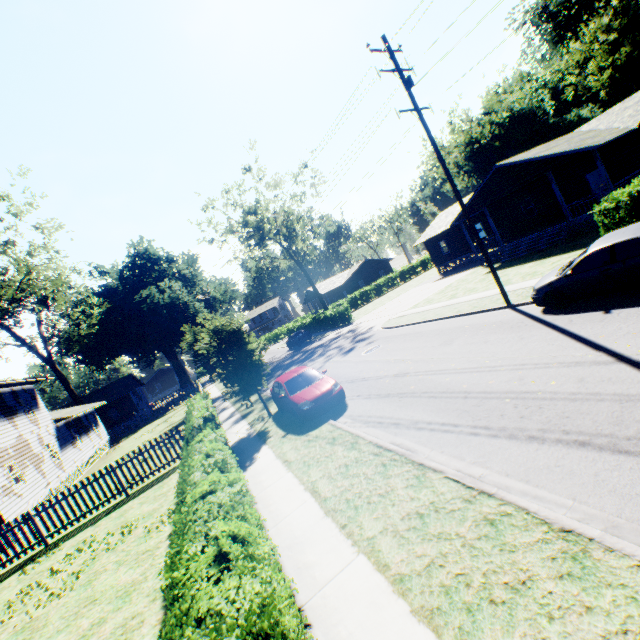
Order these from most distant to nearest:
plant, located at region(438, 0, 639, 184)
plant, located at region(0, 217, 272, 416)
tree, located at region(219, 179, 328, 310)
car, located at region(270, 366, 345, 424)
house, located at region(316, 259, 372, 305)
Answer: house, located at region(316, 259, 372, 305), tree, located at region(219, 179, 328, 310), plant, located at region(438, 0, 639, 184), plant, located at region(0, 217, 272, 416), car, located at region(270, 366, 345, 424)

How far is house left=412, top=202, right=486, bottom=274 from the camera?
27.73m

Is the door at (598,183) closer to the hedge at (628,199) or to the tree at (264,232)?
the hedge at (628,199)

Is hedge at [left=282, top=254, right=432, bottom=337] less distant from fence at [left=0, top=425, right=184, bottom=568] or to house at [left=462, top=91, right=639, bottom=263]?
house at [left=462, top=91, right=639, bottom=263]

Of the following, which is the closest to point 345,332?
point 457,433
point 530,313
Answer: point 530,313

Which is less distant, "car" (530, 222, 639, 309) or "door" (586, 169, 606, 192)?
"car" (530, 222, 639, 309)

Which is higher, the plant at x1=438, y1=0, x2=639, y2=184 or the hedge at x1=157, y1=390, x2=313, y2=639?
the plant at x1=438, y1=0, x2=639, y2=184

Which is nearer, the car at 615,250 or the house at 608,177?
the car at 615,250
